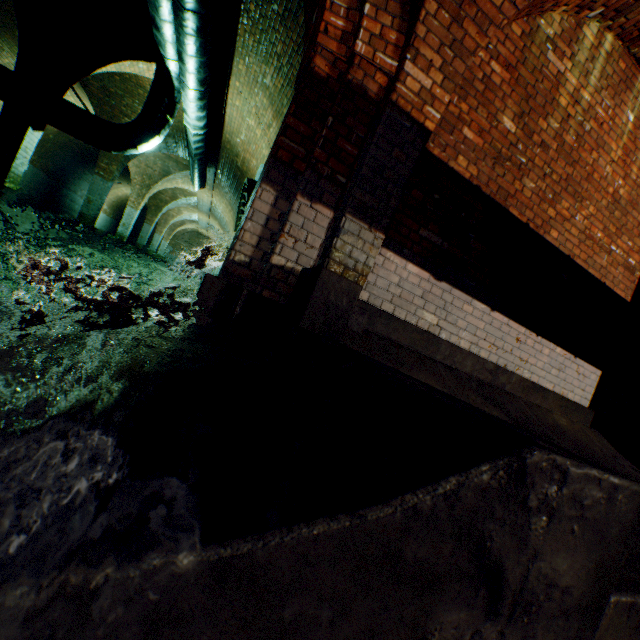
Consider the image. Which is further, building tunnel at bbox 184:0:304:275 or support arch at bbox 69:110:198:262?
support arch at bbox 69:110:198:262

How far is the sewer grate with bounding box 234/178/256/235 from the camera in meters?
7.5

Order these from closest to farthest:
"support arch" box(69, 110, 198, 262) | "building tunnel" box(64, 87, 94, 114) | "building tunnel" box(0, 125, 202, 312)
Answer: →
"building tunnel" box(0, 125, 202, 312)
"support arch" box(69, 110, 198, 262)
"building tunnel" box(64, 87, 94, 114)

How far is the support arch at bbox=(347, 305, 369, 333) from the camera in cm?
269

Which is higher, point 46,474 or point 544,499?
point 544,499

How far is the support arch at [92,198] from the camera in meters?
10.5

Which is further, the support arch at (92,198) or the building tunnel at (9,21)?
the support arch at (92,198)

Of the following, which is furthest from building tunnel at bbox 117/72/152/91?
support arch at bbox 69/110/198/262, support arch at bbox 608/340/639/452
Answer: support arch at bbox 608/340/639/452
